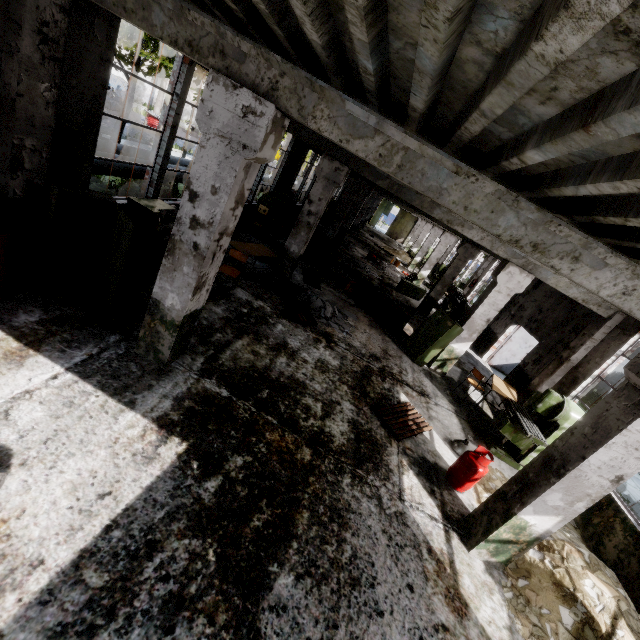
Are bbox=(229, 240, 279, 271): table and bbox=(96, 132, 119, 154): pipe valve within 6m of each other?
yes

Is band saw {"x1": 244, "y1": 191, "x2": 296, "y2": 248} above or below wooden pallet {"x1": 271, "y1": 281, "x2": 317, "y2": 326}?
above

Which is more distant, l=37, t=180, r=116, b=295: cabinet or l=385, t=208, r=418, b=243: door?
l=385, t=208, r=418, b=243: door

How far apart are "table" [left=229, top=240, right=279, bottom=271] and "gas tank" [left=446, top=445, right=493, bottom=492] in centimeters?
674cm

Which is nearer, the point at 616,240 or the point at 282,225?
the point at 616,240

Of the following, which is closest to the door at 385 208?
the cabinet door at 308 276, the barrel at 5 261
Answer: the cabinet door at 308 276

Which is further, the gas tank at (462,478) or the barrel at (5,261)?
the gas tank at (462,478)

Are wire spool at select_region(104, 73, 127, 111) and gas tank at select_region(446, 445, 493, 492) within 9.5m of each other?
no
